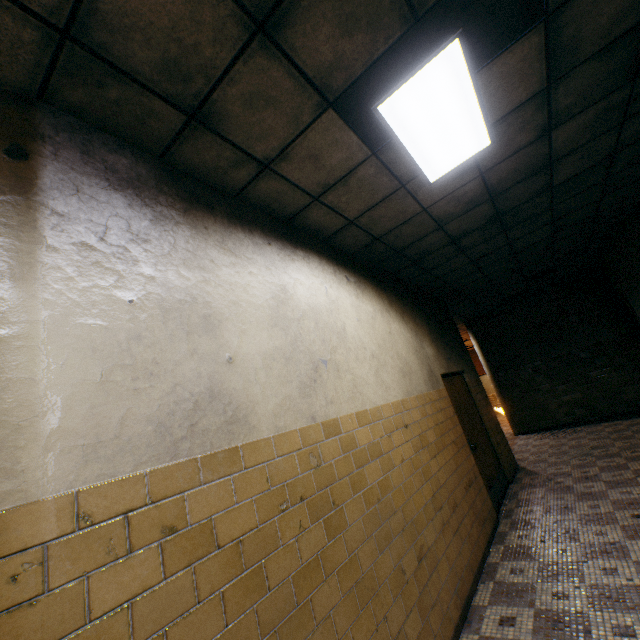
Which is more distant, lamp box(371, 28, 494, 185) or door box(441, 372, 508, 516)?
door box(441, 372, 508, 516)

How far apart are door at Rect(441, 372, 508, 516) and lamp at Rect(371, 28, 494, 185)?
3.2 meters

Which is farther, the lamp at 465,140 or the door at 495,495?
the door at 495,495

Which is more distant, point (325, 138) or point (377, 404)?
point (377, 404)

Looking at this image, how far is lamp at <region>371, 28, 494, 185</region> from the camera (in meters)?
2.21

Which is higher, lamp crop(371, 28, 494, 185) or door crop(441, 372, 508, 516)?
lamp crop(371, 28, 494, 185)

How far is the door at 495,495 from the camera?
5.15m

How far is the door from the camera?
5.1m
